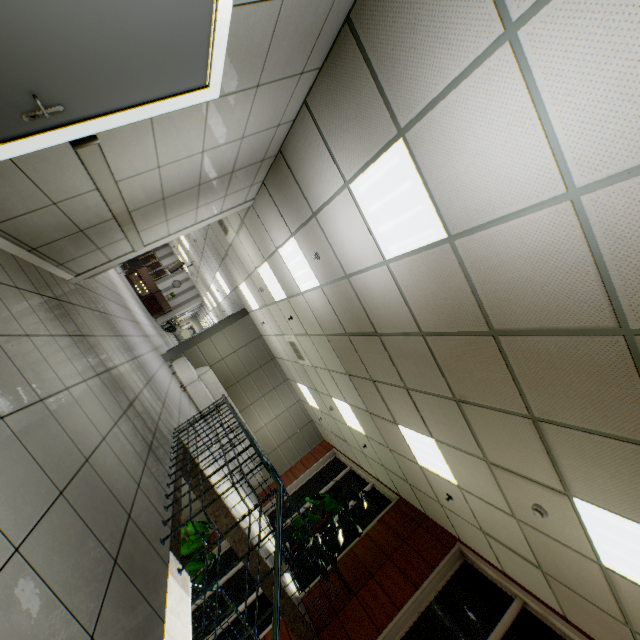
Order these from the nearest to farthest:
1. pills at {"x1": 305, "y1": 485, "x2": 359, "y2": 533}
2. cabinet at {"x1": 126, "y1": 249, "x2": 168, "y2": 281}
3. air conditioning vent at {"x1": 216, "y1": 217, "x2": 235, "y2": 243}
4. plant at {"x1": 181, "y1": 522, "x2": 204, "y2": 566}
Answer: pills at {"x1": 305, "y1": 485, "x2": 359, "y2": 533} < air conditioning vent at {"x1": 216, "y1": 217, "x2": 235, "y2": 243} < plant at {"x1": 181, "y1": 522, "x2": 204, "y2": 566} < cabinet at {"x1": 126, "y1": 249, "x2": 168, "y2": 281}

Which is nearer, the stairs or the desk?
the stairs

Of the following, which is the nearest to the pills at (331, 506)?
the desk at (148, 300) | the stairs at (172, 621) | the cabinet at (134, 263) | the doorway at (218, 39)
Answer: the stairs at (172, 621)

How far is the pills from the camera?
7.3m

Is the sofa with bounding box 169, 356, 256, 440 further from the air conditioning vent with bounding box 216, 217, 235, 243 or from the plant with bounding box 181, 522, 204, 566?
the air conditioning vent with bounding box 216, 217, 235, 243

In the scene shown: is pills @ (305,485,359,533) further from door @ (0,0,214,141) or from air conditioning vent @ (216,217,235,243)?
door @ (0,0,214,141)

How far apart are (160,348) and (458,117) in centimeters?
1231cm

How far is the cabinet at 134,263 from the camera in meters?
20.7 m
